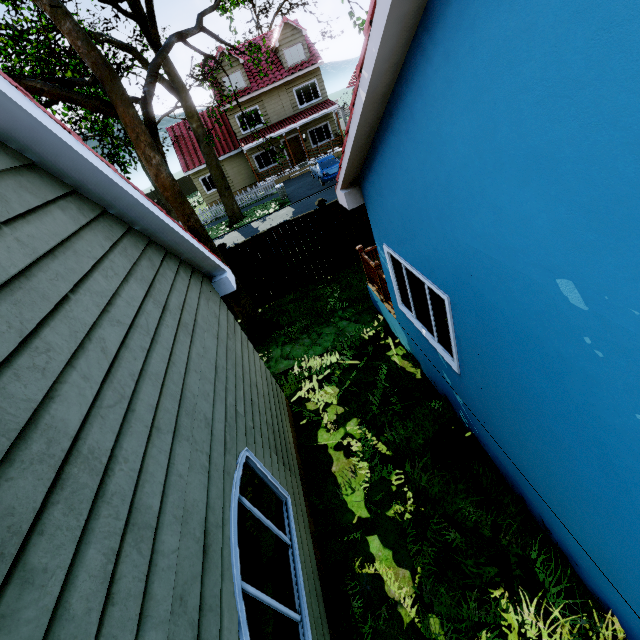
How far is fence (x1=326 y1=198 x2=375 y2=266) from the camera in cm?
1020

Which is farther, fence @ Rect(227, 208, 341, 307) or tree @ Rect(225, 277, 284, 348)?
fence @ Rect(227, 208, 341, 307)

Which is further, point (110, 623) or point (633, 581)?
point (633, 581)

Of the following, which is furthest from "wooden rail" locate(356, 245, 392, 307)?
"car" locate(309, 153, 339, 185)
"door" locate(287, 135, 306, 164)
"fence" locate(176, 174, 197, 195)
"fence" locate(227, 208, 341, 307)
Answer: "fence" locate(176, 174, 197, 195)

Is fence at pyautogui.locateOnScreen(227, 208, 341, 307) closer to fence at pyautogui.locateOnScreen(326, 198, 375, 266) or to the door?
fence at pyautogui.locateOnScreen(326, 198, 375, 266)

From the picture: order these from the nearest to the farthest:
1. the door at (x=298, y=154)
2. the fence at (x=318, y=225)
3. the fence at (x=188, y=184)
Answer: the fence at (x=318, y=225) < the door at (x=298, y=154) < the fence at (x=188, y=184)

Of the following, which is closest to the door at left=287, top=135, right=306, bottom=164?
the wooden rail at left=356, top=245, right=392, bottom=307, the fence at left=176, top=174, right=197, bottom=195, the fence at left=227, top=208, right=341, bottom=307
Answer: the fence at left=176, top=174, right=197, bottom=195

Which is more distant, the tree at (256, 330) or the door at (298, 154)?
the door at (298, 154)
